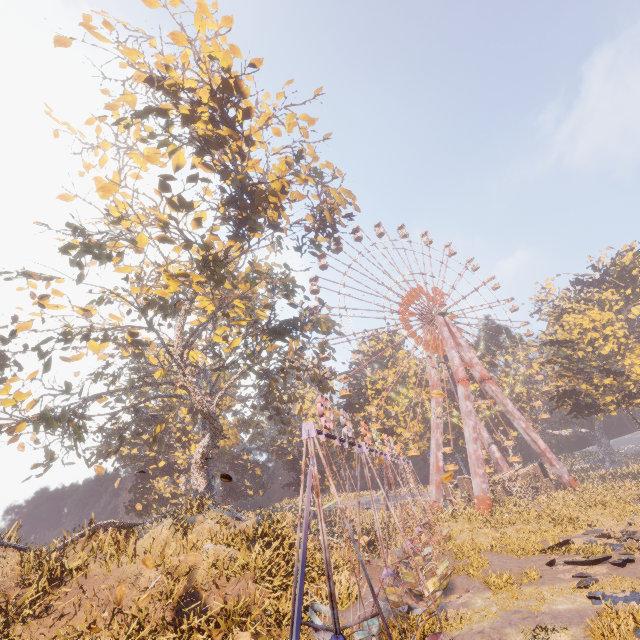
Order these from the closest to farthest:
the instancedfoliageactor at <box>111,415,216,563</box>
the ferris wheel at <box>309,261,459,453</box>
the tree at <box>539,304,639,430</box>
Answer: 1. the instancedfoliageactor at <box>111,415,216,563</box>
2. the tree at <box>539,304,639,430</box>
3. the ferris wheel at <box>309,261,459,453</box>

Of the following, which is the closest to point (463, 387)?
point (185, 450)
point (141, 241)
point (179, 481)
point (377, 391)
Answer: point (377, 391)

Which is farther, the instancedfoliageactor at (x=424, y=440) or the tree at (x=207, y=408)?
the instancedfoliageactor at (x=424, y=440)

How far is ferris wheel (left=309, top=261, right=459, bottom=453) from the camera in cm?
4275

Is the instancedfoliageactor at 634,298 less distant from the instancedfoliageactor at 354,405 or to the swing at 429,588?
the instancedfoliageactor at 354,405

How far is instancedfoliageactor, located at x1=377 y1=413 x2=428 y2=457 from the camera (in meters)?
46.97

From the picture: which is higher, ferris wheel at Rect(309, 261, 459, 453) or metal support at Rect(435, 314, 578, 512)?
ferris wheel at Rect(309, 261, 459, 453)

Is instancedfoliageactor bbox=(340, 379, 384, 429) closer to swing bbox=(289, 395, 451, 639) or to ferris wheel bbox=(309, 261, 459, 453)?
ferris wheel bbox=(309, 261, 459, 453)
